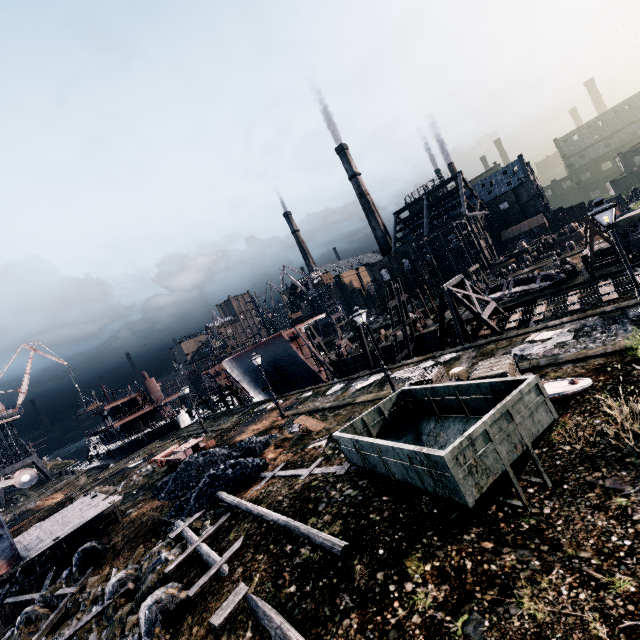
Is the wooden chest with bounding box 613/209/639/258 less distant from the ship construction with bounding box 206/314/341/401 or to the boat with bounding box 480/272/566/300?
the boat with bounding box 480/272/566/300

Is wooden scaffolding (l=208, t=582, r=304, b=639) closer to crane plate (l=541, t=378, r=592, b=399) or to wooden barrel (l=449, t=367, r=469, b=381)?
crane plate (l=541, t=378, r=592, b=399)

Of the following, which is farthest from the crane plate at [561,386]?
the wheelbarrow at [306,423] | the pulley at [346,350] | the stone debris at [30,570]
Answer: the pulley at [346,350]

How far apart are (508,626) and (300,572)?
4.7m

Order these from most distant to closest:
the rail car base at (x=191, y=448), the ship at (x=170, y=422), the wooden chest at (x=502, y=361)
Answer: the ship at (x=170, y=422) < the rail car base at (x=191, y=448) < the wooden chest at (x=502, y=361)

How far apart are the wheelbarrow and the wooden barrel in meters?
8.6

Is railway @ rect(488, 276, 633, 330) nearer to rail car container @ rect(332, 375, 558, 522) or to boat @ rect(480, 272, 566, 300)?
boat @ rect(480, 272, 566, 300)

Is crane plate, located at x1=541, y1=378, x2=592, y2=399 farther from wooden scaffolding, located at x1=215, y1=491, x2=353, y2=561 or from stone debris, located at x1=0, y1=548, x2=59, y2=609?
stone debris, located at x1=0, y1=548, x2=59, y2=609
